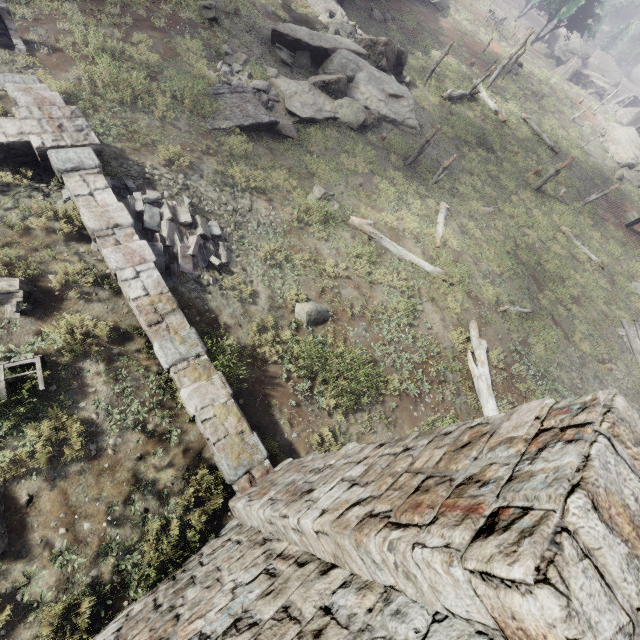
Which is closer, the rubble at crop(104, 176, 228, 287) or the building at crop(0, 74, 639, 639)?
the building at crop(0, 74, 639, 639)

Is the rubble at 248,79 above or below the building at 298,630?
below

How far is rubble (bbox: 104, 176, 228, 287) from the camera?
7.9 meters

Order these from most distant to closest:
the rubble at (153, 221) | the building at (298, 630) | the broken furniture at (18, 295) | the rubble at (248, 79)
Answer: the rubble at (248, 79) < the rubble at (153, 221) < the broken furniture at (18, 295) < the building at (298, 630)

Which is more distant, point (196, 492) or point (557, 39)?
point (557, 39)

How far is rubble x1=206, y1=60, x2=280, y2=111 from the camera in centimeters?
1335cm

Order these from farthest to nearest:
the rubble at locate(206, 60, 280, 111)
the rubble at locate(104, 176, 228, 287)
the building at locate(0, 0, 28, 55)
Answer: the rubble at locate(206, 60, 280, 111), the building at locate(0, 0, 28, 55), the rubble at locate(104, 176, 228, 287)

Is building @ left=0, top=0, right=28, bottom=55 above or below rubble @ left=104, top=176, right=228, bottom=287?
below
